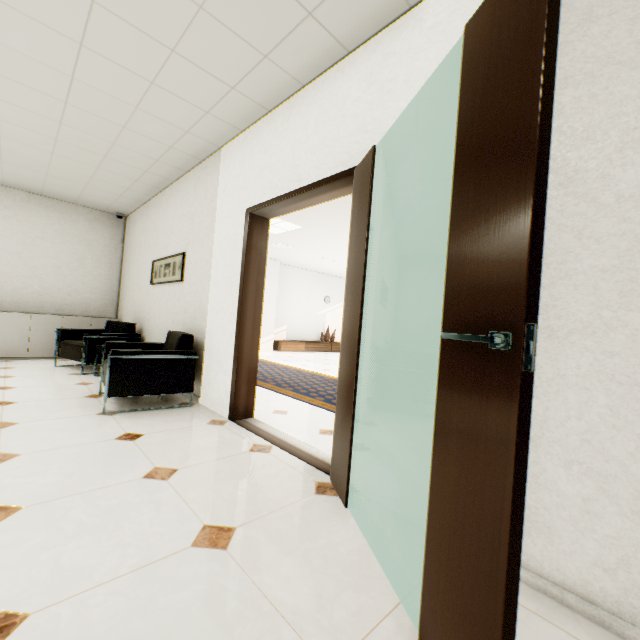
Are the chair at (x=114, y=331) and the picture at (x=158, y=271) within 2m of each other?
yes

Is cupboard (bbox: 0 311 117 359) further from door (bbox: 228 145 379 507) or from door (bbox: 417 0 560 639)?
door (bbox: 417 0 560 639)

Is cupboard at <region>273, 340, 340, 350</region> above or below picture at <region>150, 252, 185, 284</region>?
below

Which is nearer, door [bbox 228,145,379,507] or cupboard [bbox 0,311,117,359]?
door [bbox 228,145,379,507]

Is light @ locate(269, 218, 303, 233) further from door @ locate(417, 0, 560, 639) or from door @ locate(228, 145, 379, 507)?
door @ locate(417, 0, 560, 639)

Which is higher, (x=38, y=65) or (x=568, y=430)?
(x=38, y=65)

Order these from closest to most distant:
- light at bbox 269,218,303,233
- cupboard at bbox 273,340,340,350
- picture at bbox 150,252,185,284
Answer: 1. picture at bbox 150,252,185,284
2. light at bbox 269,218,303,233
3. cupboard at bbox 273,340,340,350

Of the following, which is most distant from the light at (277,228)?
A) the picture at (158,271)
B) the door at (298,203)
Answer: the door at (298,203)
